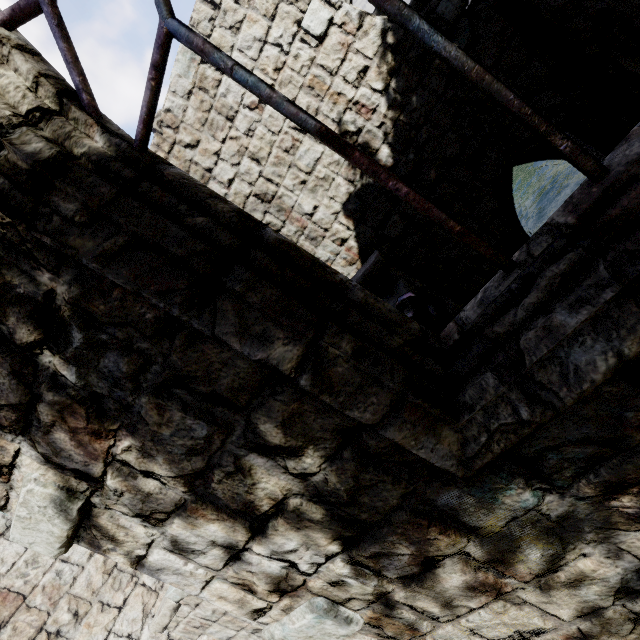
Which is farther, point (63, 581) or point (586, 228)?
point (63, 581)
